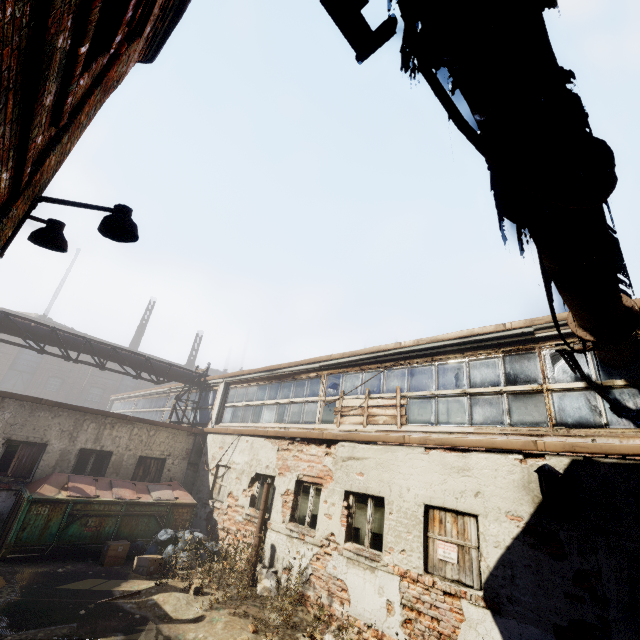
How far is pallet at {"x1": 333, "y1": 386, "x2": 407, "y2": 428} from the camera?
8.1m

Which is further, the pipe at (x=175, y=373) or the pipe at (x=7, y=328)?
the pipe at (x=175, y=373)

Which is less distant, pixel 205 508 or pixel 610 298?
pixel 610 298

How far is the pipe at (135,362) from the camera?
13.9 meters

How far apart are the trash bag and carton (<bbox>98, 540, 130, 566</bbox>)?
0.32m

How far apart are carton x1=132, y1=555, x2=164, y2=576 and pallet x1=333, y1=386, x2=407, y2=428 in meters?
5.7 m

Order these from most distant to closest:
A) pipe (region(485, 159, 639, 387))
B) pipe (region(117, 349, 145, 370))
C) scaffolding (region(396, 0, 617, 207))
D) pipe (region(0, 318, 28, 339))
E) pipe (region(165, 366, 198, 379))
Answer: pipe (region(165, 366, 198, 379)) < pipe (region(117, 349, 145, 370)) < pipe (region(0, 318, 28, 339)) < pipe (region(485, 159, 639, 387)) < scaffolding (region(396, 0, 617, 207))

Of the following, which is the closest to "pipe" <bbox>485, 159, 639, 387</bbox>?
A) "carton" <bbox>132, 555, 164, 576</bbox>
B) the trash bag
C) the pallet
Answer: the pallet
